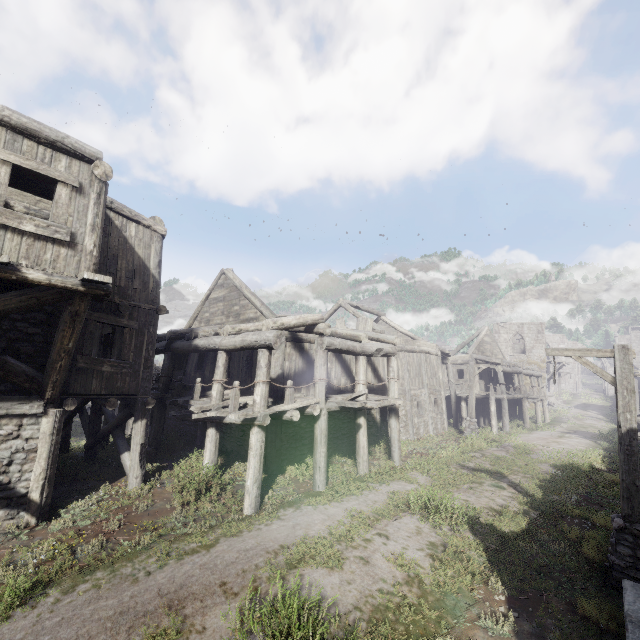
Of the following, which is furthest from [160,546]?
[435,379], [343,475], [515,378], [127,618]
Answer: [515,378]

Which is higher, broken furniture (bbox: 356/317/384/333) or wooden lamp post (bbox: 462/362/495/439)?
broken furniture (bbox: 356/317/384/333)

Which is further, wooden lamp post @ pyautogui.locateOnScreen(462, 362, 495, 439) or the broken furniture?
wooden lamp post @ pyautogui.locateOnScreen(462, 362, 495, 439)

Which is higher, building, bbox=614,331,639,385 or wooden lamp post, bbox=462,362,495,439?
building, bbox=614,331,639,385

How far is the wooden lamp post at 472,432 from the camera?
20.0 meters

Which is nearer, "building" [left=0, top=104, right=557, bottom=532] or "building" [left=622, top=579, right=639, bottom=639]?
"building" [left=622, top=579, right=639, bottom=639]

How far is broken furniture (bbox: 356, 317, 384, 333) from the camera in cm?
1716

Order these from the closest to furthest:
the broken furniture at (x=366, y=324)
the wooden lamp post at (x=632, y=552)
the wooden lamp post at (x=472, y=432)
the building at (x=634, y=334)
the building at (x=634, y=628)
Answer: the building at (x=634, y=628) → the wooden lamp post at (x=632, y=552) → the broken furniture at (x=366, y=324) → the wooden lamp post at (x=472, y=432) → the building at (x=634, y=334)
